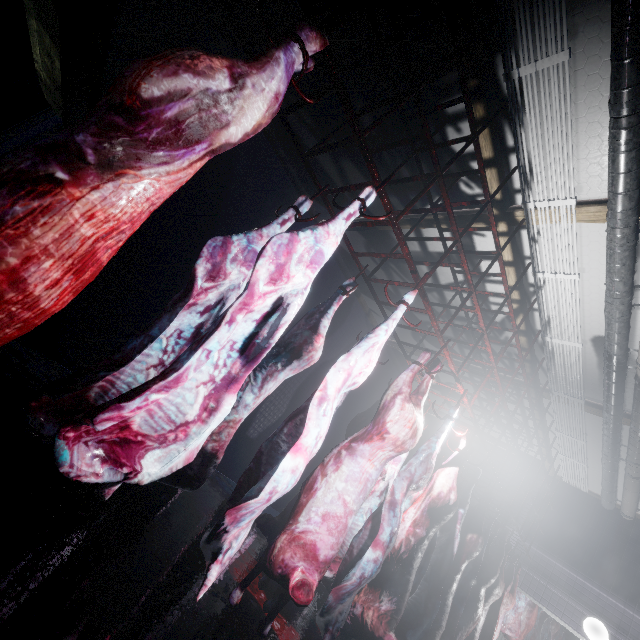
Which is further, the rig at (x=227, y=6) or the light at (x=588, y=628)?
the light at (x=588, y=628)

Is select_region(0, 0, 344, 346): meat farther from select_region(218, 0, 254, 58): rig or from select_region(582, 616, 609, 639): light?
A: select_region(582, 616, 609, 639): light

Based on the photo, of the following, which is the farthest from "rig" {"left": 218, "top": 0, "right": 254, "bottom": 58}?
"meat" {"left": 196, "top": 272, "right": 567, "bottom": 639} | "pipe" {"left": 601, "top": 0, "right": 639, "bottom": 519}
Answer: "pipe" {"left": 601, "top": 0, "right": 639, "bottom": 519}

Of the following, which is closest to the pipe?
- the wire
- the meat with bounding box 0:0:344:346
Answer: the wire

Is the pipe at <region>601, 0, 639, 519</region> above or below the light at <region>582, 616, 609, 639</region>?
above

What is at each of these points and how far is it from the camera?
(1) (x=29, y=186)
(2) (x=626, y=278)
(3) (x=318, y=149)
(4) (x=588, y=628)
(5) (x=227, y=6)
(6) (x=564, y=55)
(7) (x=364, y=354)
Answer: (1) meat, 0.7 meters
(2) pipe, 2.9 meters
(3) rig, 1.9 meters
(4) light, 5.1 meters
(5) rig, 1.6 meters
(6) wire, 2.2 meters
(7) meat, 1.7 meters

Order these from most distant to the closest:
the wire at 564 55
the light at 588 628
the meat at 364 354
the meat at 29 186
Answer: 1. the light at 588 628
2. the wire at 564 55
3. the meat at 364 354
4. the meat at 29 186

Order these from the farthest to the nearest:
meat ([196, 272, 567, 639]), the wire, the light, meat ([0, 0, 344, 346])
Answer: the light
the wire
meat ([196, 272, 567, 639])
meat ([0, 0, 344, 346])
